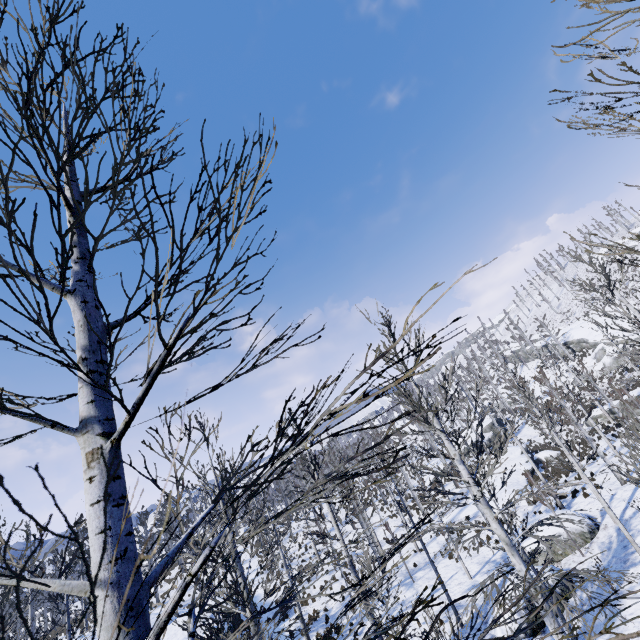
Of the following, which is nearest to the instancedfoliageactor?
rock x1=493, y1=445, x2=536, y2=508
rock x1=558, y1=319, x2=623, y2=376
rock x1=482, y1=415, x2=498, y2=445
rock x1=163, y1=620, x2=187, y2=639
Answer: rock x1=163, y1=620, x2=187, y2=639

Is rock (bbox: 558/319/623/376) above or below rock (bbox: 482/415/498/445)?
above

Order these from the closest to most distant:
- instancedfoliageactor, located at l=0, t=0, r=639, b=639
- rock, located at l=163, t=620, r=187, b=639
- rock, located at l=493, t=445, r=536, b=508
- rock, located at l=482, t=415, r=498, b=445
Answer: instancedfoliageactor, located at l=0, t=0, r=639, b=639 → rock, located at l=163, t=620, r=187, b=639 → rock, located at l=493, t=445, r=536, b=508 → rock, located at l=482, t=415, r=498, b=445

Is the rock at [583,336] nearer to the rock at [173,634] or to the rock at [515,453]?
the rock at [515,453]

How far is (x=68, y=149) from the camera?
3.30m

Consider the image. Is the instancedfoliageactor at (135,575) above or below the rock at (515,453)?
above

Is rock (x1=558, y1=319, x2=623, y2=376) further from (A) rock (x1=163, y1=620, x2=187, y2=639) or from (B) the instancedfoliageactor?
(A) rock (x1=163, y1=620, x2=187, y2=639)

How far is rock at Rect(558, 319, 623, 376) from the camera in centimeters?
4259cm
